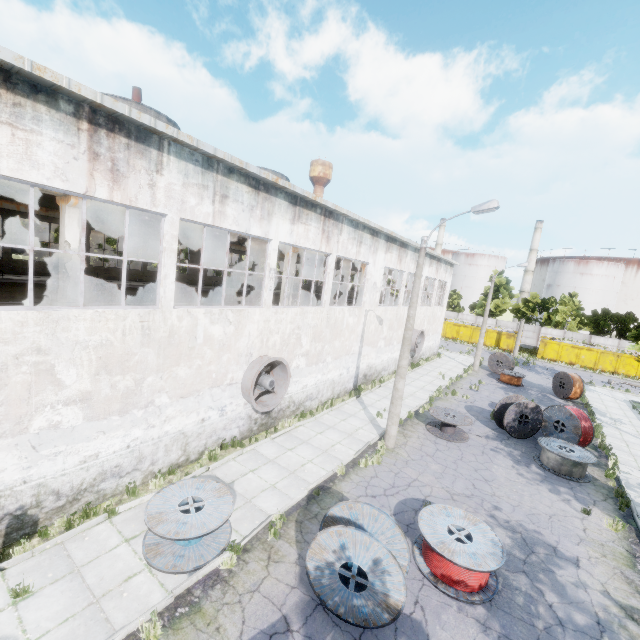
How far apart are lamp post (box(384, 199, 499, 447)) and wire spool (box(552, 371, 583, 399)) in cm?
1803

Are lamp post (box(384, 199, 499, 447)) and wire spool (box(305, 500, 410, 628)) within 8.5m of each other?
yes

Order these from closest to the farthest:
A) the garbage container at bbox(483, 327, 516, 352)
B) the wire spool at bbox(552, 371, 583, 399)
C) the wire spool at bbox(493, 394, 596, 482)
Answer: the wire spool at bbox(493, 394, 596, 482) < the wire spool at bbox(552, 371, 583, 399) < the garbage container at bbox(483, 327, 516, 352)

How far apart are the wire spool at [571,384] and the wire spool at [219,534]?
25.8 meters

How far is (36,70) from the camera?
5.9m

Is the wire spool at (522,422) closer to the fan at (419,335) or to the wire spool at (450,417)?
the wire spool at (450,417)

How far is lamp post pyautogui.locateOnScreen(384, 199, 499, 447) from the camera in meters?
11.5

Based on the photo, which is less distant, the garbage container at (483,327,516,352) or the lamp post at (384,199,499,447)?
the lamp post at (384,199,499,447)
